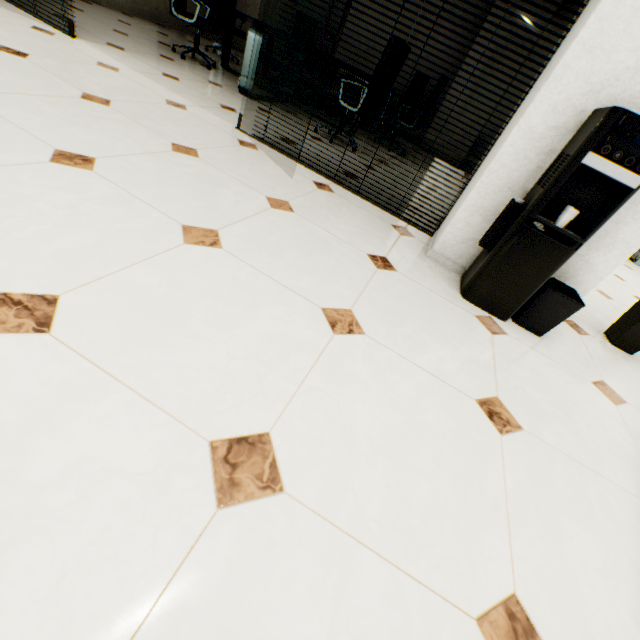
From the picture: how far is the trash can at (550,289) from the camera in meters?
1.9

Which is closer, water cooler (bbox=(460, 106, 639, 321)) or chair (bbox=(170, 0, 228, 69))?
water cooler (bbox=(460, 106, 639, 321))

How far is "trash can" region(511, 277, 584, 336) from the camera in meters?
1.9

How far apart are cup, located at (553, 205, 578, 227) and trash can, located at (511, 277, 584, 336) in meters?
0.4

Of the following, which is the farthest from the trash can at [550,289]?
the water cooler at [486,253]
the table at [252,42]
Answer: the table at [252,42]

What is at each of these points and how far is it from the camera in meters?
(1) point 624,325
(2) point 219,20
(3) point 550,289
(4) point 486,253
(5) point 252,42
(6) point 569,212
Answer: (1) plant, 2.4
(2) chair, 5.8
(3) trash can, 1.9
(4) water cooler, 2.0
(5) table, 3.8
(6) cup, 1.6

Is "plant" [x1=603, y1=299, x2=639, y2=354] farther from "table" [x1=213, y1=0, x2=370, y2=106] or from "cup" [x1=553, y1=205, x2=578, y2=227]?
"table" [x1=213, y1=0, x2=370, y2=106]

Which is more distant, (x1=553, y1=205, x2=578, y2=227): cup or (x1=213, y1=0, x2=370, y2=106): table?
(x1=213, y1=0, x2=370, y2=106): table
